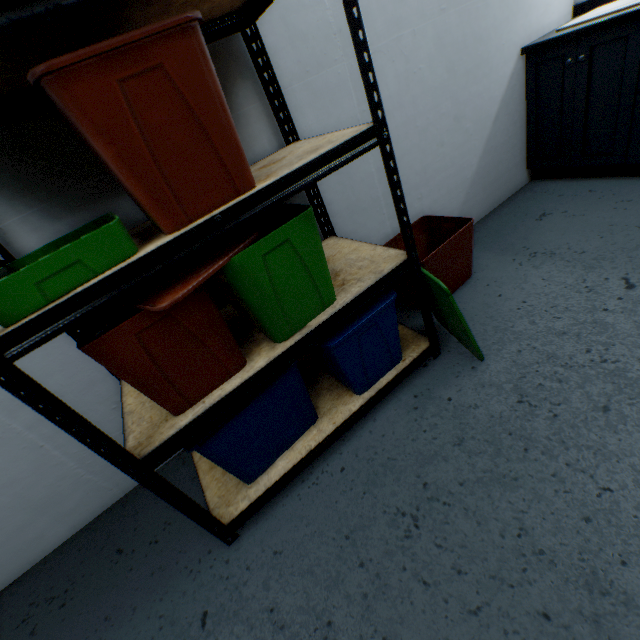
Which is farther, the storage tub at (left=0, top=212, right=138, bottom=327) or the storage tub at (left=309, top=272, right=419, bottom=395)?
the storage tub at (left=309, top=272, right=419, bottom=395)

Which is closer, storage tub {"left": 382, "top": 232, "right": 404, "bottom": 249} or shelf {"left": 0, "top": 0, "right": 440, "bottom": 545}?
shelf {"left": 0, "top": 0, "right": 440, "bottom": 545}

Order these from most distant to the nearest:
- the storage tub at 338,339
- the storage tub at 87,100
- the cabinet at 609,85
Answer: the cabinet at 609,85
the storage tub at 338,339
the storage tub at 87,100

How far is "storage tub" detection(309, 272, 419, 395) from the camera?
1.2 meters

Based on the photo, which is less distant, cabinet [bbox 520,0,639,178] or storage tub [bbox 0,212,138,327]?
storage tub [bbox 0,212,138,327]

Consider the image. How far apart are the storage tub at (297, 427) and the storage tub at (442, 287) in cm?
59

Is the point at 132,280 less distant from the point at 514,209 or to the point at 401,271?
the point at 401,271
